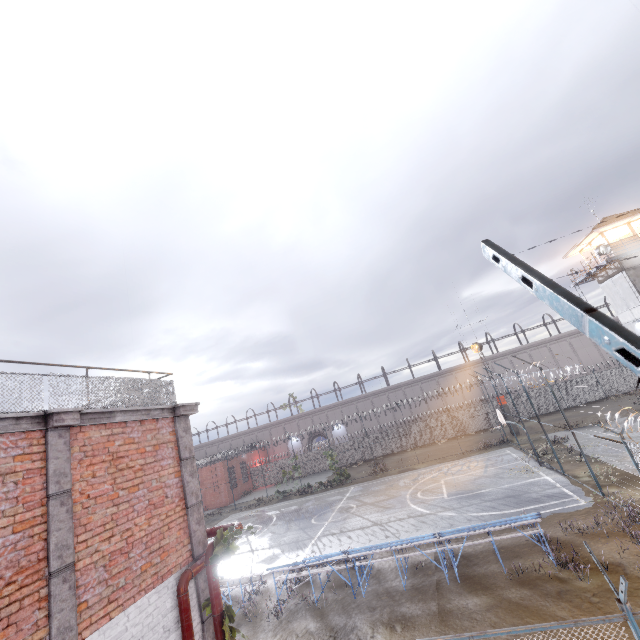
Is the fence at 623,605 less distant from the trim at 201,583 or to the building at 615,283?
the trim at 201,583

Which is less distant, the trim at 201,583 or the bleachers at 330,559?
the trim at 201,583

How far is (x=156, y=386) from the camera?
7.5m

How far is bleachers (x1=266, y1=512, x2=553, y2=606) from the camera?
10.3 meters

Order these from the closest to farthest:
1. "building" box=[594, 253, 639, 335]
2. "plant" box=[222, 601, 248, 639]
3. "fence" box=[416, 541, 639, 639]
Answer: "fence" box=[416, 541, 639, 639]
"plant" box=[222, 601, 248, 639]
"building" box=[594, 253, 639, 335]

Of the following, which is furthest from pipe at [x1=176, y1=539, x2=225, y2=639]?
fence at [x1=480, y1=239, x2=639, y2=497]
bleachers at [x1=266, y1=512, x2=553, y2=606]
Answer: bleachers at [x1=266, y1=512, x2=553, y2=606]

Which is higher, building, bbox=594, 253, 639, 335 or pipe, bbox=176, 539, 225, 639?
building, bbox=594, 253, 639, 335

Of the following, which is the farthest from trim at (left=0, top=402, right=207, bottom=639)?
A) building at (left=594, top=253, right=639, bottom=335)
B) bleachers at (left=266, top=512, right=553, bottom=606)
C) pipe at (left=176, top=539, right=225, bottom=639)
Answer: building at (left=594, top=253, right=639, bottom=335)
